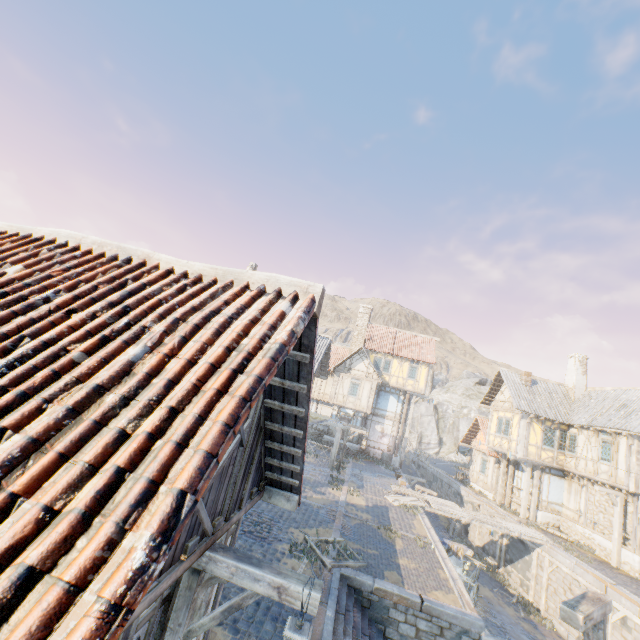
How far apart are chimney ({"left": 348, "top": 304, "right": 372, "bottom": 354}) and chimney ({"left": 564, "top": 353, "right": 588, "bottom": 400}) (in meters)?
16.88

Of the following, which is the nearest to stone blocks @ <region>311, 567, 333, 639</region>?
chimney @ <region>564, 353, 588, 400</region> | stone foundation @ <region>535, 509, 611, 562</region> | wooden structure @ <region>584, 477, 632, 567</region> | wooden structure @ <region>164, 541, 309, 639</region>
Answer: wooden structure @ <region>164, 541, 309, 639</region>

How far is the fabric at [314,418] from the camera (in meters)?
22.64

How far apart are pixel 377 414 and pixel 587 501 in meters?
15.6

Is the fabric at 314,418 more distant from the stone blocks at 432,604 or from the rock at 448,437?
the rock at 448,437

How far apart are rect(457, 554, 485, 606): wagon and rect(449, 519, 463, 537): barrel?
8.3m

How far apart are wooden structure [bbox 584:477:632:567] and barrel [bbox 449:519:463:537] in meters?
9.2

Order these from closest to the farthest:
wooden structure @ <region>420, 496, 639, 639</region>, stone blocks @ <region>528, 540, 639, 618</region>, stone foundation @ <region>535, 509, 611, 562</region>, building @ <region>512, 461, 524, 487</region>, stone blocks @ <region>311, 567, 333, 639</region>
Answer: wooden structure @ <region>420, 496, 639, 639</region> < stone blocks @ <region>311, 567, 333, 639</region> < stone blocks @ <region>528, 540, 639, 618</region> < stone foundation @ <region>535, 509, 611, 562</region> < building @ <region>512, 461, 524, 487</region>
